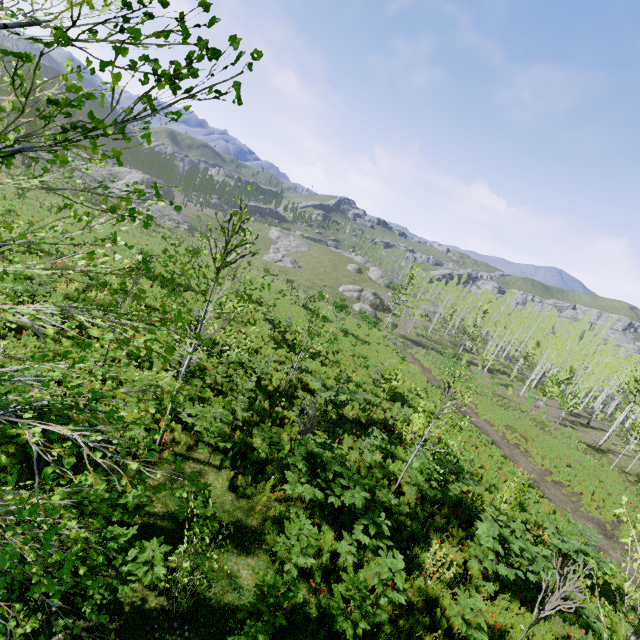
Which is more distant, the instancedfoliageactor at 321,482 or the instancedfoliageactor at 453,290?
the instancedfoliageactor at 453,290

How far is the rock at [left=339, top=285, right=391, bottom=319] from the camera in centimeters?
5269cm

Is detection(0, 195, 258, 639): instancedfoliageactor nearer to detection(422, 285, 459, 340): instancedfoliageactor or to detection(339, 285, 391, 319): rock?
detection(422, 285, 459, 340): instancedfoliageactor

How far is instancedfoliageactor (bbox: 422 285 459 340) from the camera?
54.1 meters

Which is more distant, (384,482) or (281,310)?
(281,310)

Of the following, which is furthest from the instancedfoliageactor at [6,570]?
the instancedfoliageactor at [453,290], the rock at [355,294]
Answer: the rock at [355,294]

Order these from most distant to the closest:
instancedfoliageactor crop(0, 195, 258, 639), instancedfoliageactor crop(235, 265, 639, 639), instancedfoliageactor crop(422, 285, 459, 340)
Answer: instancedfoliageactor crop(422, 285, 459, 340), instancedfoliageactor crop(235, 265, 639, 639), instancedfoliageactor crop(0, 195, 258, 639)
